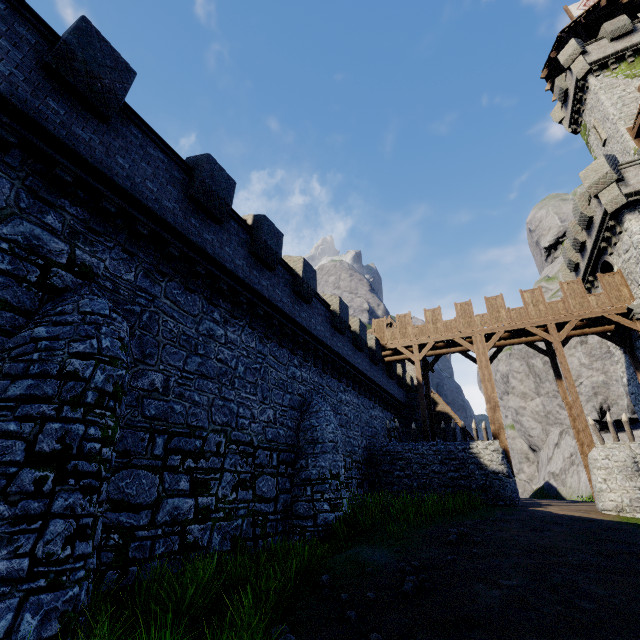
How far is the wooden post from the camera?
17.47m

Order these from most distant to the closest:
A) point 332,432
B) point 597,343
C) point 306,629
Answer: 1. point 597,343
2. point 332,432
3. point 306,629

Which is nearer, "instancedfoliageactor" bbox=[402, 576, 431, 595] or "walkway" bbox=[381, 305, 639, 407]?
"instancedfoliageactor" bbox=[402, 576, 431, 595]

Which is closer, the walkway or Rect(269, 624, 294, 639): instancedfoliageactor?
Rect(269, 624, 294, 639): instancedfoliageactor

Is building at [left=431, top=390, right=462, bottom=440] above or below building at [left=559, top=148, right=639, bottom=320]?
below

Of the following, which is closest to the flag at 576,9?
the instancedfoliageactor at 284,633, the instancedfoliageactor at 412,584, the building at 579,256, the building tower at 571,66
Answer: the building tower at 571,66

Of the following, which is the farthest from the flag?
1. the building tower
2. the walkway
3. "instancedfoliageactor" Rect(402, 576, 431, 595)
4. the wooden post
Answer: "instancedfoliageactor" Rect(402, 576, 431, 595)

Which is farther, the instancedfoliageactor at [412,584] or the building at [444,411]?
the building at [444,411]
